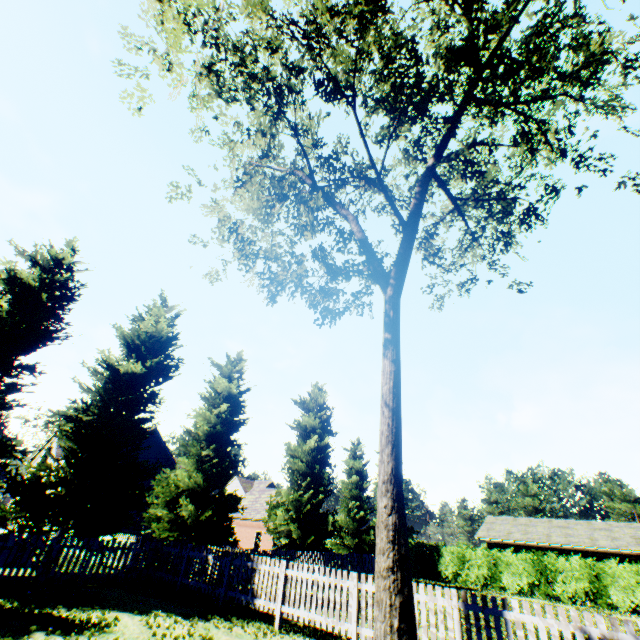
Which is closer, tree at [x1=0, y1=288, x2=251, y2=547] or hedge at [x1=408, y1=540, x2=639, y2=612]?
tree at [x1=0, y1=288, x2=251, y2=547]

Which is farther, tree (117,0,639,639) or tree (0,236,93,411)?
tree (0,236,93,411)

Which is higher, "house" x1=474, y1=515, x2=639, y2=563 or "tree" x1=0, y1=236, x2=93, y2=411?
"tree" x1=0, y1=236, x2=93, y2=411

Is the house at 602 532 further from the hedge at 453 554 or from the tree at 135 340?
the tree at 135 340

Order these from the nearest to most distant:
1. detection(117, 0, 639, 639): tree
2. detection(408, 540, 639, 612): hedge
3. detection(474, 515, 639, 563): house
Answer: detection(117, 0, 639, 639): tree, detection(408, 540, 639, 612): hedge, detection(474, 515, 639, 563): house

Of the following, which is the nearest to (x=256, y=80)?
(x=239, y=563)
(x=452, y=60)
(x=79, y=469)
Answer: (x=452, y=60)

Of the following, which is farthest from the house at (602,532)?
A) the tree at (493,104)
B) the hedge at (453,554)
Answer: the tree at (493,104)

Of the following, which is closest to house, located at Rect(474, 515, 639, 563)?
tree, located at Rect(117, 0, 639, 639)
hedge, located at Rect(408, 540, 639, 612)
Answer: hedge, located at Rect(408, 540, 639, 612)
